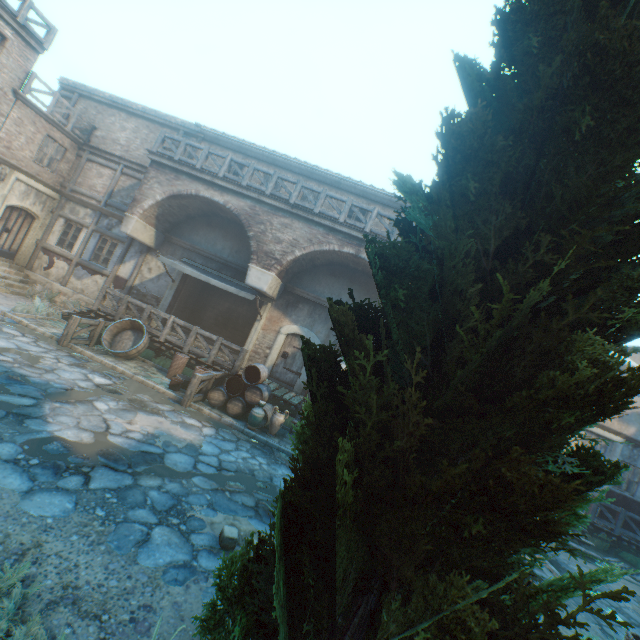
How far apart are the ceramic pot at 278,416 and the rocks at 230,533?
4.88m

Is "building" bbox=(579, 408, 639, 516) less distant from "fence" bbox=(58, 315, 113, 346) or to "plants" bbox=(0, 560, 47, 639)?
"fence" bbox=(58, 315, 113, 346)

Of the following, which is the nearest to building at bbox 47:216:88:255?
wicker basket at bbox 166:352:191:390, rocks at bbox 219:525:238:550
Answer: rocks at bbox 219:525:238:550

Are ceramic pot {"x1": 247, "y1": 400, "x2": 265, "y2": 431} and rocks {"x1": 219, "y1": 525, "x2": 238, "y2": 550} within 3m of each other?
no

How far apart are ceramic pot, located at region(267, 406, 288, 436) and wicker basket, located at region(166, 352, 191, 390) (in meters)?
2.44

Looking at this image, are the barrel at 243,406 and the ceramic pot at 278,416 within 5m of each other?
yes

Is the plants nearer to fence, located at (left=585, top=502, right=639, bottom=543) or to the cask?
the cask

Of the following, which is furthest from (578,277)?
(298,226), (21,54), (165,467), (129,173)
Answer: (21,54)
